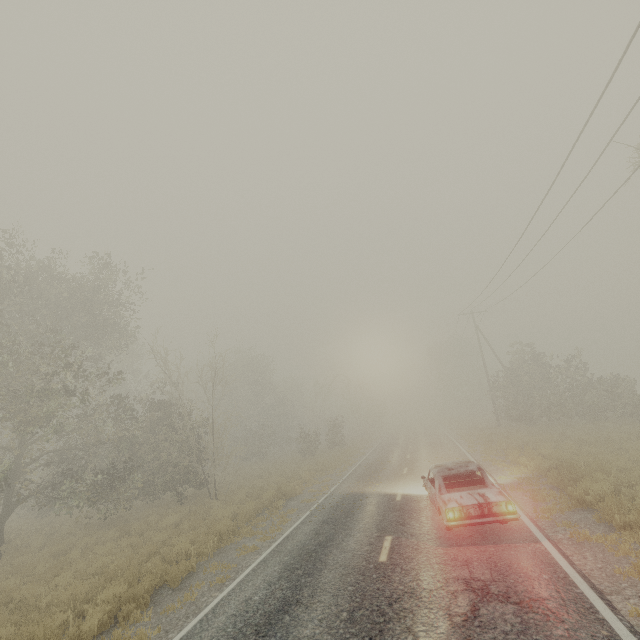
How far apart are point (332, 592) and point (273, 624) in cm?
129

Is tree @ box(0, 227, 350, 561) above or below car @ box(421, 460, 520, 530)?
above

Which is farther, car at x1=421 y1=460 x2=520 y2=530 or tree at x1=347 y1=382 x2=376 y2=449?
tree at x1=347 y1=382 x2=376 y2=449

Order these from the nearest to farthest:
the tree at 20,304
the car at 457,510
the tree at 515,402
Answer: the car at 457,510 < the tree at 20,304 < the tree at 515,402

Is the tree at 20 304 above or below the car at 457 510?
above

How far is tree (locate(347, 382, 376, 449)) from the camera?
37.0 meters

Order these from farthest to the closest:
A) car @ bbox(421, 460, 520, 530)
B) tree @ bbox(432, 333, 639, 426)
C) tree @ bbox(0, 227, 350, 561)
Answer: tree @ bbox(432, 333, 639, 426)
tree @ bbox(0, 227, 350, 561)
car @ bbox(421, 460, 520, 530)
